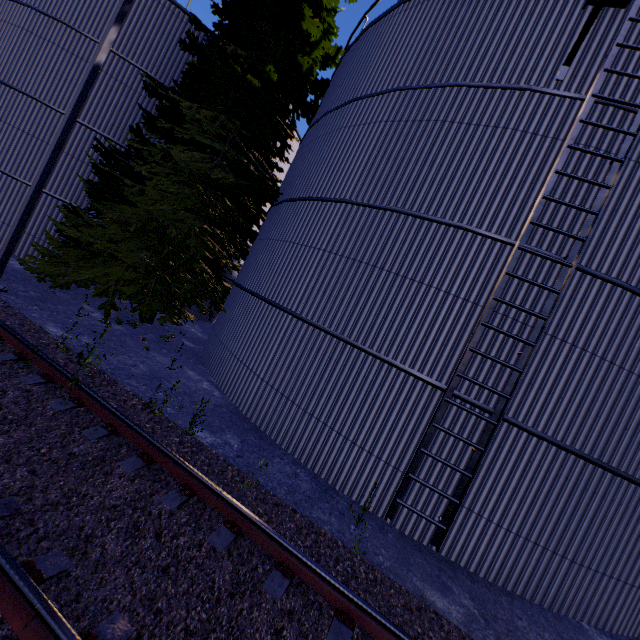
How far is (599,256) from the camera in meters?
5.9

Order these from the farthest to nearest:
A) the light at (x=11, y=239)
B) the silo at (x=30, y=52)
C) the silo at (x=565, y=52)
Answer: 1. the silo at (x=30, y=52)
2. the light at (x=11, y=239)
3. the silo at (x=565, y=52)

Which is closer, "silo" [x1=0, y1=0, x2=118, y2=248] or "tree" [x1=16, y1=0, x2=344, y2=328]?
"tree" [x1=16, y1=0, x2=344, y2=328]

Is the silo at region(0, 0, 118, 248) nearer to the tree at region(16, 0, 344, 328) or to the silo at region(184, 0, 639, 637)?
the tree at region(16, 0, 344, 328)

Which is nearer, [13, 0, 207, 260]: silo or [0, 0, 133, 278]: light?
[0, 0, 133, 278]: light

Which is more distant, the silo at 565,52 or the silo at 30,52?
the silo at 30,52
